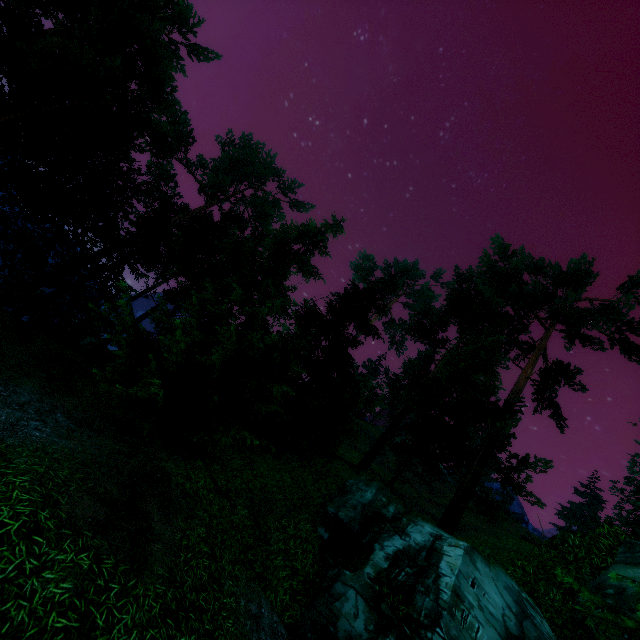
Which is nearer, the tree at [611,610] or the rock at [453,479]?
the tree at [611,610]

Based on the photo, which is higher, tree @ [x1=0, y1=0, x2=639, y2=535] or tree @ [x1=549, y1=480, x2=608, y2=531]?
tree @ [x1=549, y1=480, x2=608, y2=531]

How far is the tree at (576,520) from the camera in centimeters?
4284cm

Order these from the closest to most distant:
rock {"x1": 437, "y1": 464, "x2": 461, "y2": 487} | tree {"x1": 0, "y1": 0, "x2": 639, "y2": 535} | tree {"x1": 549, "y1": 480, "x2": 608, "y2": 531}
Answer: tree {"x1": 0, "y1": 0, "x2": 639, "y2": 535} < rock {"x1": 437, "y1": 464, "x2": 461, "y2": 487} < tree {"x1": 549, "y1": 480, "x2": 608, "y2": 531}

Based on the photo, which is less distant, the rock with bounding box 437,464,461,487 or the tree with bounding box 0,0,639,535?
the tree with bounding box 0,0,639,535

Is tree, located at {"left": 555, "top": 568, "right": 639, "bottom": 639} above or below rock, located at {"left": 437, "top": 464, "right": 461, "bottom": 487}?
below

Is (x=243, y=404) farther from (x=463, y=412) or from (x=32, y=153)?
(x=32, y=153)
